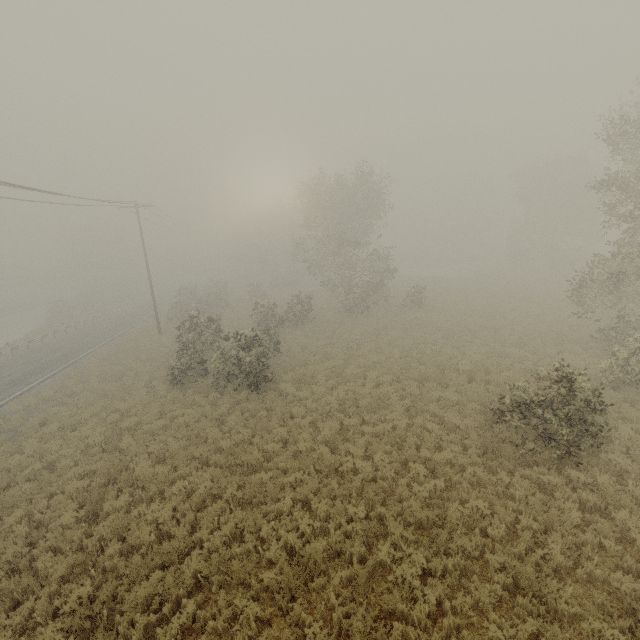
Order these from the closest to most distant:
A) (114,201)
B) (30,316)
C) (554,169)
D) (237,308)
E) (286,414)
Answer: (286,414) → (114,201) → (237,308) → (554,169) → (30,316)
